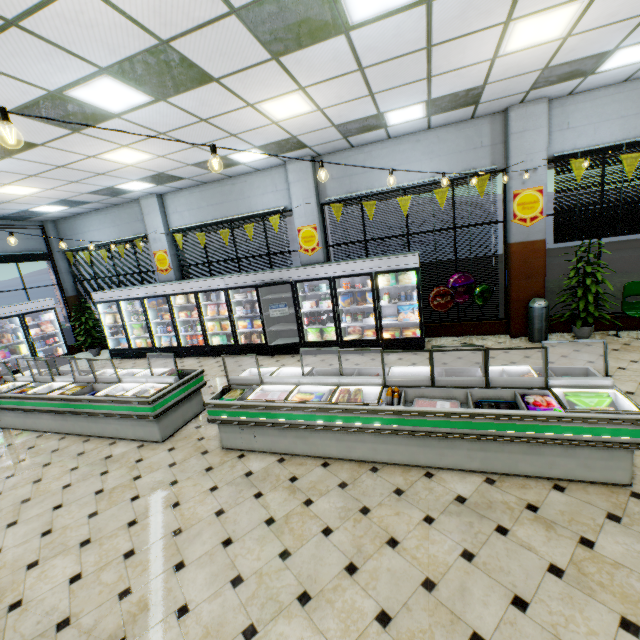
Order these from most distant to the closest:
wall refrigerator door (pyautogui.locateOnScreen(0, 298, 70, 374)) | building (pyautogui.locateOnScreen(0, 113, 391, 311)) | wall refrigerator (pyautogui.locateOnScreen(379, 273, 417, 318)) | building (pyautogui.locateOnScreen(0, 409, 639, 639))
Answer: wall refrigerator door (pyautogui.locateOnScreen(0, 298, 70, 374))
wall refrigerator (pyautogui.locateOnScreen(379, 273, 417, 318))
building (pyautogui.locateOnScreen(0, 113, 391, 311))
building (pyautogui.locateOnScreen(0, 409, 639, 639))

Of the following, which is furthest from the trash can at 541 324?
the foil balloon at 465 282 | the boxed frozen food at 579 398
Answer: the boxed frozen food at 579 398

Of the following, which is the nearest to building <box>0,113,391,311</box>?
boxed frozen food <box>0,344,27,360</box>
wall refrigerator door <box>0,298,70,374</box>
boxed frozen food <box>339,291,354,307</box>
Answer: wall refrigerator door <box>0,298,70,374</box>

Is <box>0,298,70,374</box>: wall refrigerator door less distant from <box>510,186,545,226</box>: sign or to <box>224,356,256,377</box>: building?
<box>224,356,256,377</box>: building

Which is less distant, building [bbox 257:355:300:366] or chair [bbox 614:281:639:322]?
chair [bbox 614:281:639:322]

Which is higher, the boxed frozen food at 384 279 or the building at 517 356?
the boxed frozen food at 384 279

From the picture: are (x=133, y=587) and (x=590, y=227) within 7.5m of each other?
no

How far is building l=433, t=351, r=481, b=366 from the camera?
6.54m
